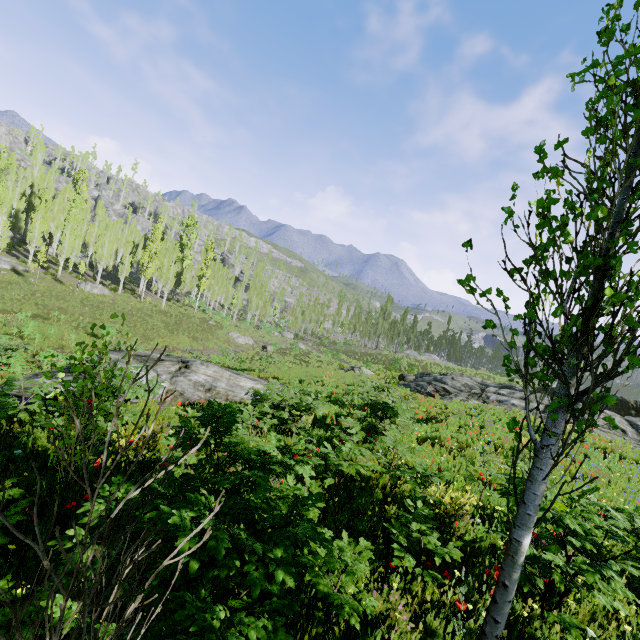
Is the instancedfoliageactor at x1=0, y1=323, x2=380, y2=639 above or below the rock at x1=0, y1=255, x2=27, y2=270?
above

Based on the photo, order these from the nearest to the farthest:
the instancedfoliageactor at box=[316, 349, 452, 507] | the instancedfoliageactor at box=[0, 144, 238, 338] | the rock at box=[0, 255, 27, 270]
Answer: the instancedfoliageactor at box=[316, 349, 452, 507] → the rock at box=[0, 255, 27, 270] → the instancedfoliageactor at box=[0, 144, 238, 338]

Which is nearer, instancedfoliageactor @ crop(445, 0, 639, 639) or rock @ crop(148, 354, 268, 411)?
instancedfoliageactor @ crop(445, 0, 639, 639)

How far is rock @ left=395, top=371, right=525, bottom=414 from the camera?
18.2m

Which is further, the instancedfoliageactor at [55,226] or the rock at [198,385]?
the instancedfoliageactor at [55,226]

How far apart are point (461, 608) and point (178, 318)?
46.1m

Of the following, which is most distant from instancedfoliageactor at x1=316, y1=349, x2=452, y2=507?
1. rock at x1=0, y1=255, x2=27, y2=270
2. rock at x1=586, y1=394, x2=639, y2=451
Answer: rock at x1=0, y1=255, x2=27, y2=270

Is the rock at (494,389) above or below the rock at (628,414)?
below
